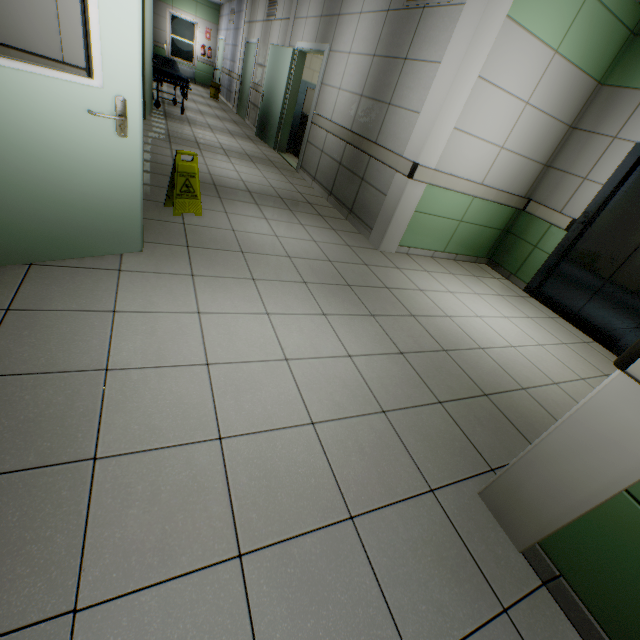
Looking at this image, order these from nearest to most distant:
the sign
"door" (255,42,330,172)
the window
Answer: the sign < "door" (255,42,330,172) < the window

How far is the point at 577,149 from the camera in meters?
4.3

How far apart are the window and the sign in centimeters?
1715cm

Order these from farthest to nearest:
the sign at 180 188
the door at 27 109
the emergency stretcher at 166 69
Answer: the emergency stretcher at 166 69 < the sign at 180 188 < the door at 27 109

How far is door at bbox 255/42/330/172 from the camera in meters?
6.3

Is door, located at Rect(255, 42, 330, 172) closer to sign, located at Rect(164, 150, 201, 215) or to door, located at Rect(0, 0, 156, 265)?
sign, located at Rect(164, 150, 201, 215)

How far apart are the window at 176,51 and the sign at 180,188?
17.15m

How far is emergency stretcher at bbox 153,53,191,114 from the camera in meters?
7.3 m
